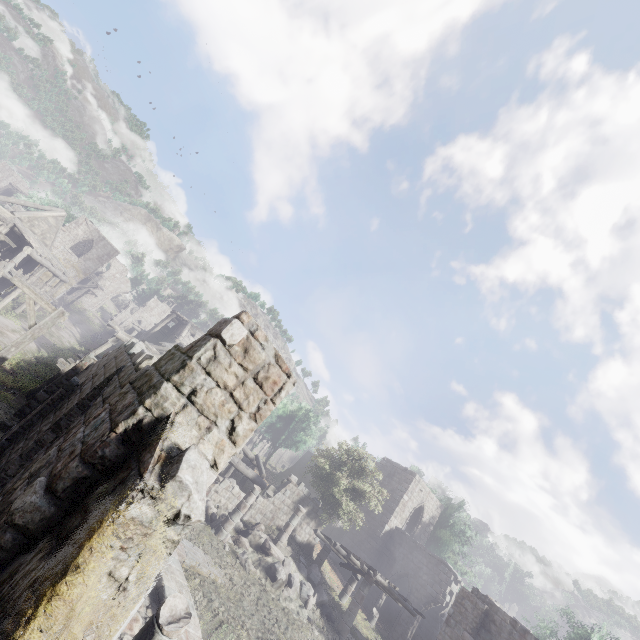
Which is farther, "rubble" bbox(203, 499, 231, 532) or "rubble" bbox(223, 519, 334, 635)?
"rubble" bbox(203, 499, 231, 532)

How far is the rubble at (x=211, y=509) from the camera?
16.3 meters

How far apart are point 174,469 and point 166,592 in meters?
9.3

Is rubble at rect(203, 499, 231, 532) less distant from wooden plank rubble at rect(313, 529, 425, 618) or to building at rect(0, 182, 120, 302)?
building at rect(0, 182, 120, 302)

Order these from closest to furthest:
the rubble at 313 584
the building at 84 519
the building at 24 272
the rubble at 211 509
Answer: the building at 84 519, the rubble at 313 584, the rubble at 211 509, the building at 24 272

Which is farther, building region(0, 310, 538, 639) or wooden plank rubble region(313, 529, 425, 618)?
wooden plank rubble region(313, 529, 425, 618)

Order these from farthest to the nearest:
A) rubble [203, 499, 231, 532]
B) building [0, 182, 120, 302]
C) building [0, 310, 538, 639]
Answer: building [0, 182, 120, 302], rubble [203, 499, 231, 532], building [0, 310, 538, 639]
